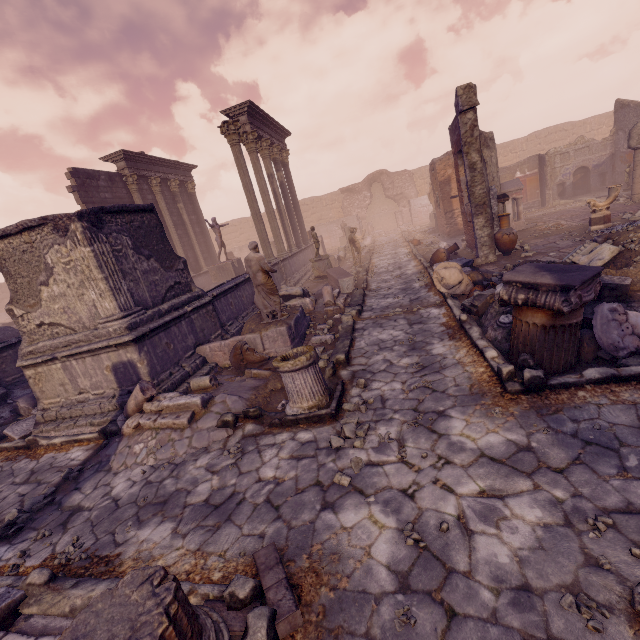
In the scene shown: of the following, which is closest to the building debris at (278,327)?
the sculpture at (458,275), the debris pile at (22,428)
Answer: the debris pile at (22,428)

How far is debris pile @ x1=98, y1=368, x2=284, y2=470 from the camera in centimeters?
484cm

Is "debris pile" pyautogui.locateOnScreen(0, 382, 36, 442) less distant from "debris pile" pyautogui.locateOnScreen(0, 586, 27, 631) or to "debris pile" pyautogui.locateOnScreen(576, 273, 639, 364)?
"debris pile" pyautogui.locateOnScreen(0, 586, 27, 631)

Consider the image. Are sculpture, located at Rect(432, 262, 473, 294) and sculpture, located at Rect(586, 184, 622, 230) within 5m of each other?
no

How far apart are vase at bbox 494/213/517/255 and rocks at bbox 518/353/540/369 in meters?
7.2 m

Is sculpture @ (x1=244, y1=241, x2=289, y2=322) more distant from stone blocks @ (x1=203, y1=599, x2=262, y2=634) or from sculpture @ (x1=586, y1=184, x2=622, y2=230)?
sculpture @ (x1=586, y1=184, x2=622, y2=230)

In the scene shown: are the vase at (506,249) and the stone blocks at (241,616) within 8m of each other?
no

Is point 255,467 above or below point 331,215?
below
